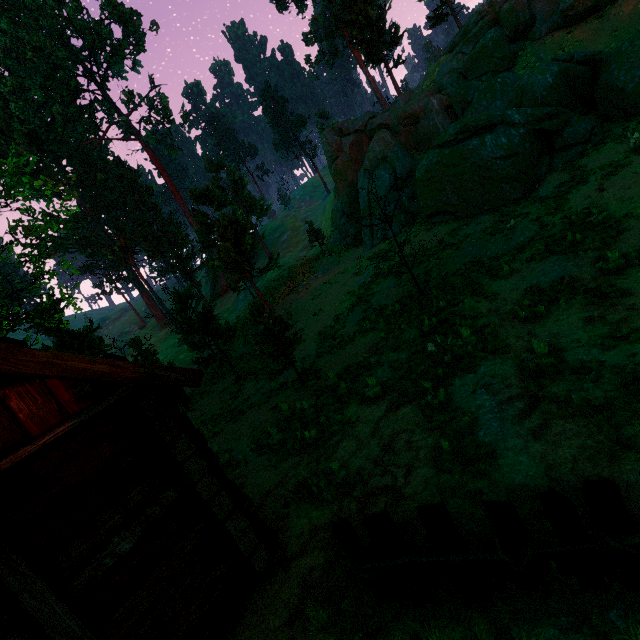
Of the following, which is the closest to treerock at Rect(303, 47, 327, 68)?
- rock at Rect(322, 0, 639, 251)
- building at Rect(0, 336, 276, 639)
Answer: building at Rect(0, 336, 276, 639)

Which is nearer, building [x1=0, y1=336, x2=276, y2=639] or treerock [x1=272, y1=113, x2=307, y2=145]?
building [x1=0, y1=336, x2=276, y2=639]

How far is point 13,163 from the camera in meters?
46.1

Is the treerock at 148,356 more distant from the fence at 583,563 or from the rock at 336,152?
the rock at 336,152

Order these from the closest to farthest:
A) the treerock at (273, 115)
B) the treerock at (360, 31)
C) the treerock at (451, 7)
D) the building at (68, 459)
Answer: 1. the building at (68, 459)
2. the treerock at (360, 31)
3. the treerock at (451, 7)
4. the treerock at (273, 115)

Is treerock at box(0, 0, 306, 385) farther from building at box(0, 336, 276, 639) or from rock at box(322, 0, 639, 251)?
rock at box(322, 0, 639, 251)

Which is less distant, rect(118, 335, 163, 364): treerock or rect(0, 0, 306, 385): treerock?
rect(0, 0, 306, 385): treerock

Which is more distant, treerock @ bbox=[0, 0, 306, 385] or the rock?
the rock
